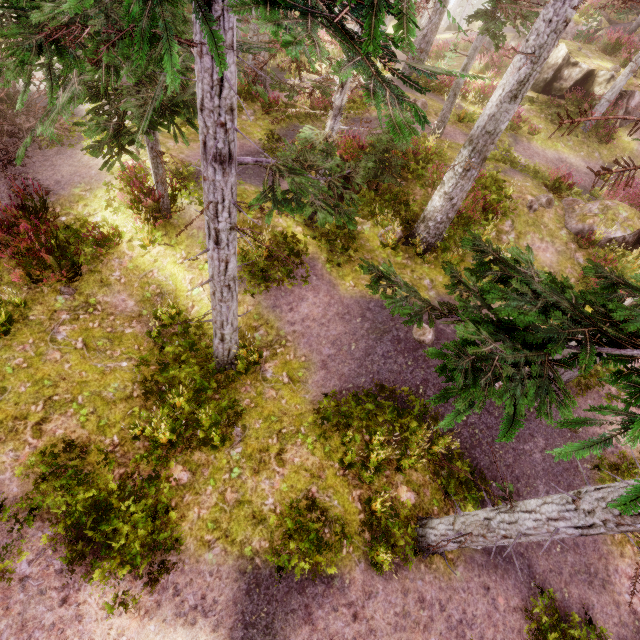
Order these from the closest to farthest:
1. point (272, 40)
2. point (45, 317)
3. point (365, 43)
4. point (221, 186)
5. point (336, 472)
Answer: point (365, 43) < point (221, 186) < point (272, 40) < point (336, 472) < point (45, 317)

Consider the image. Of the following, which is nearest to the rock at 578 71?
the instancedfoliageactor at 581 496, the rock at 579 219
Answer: the instancedfoliageactor at 581 496

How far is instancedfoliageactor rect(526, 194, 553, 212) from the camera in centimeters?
1164cm

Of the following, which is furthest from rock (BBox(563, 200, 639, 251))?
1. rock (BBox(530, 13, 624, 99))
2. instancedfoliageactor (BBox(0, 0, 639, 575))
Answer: rock (BBox(530, 13, 624, 99))

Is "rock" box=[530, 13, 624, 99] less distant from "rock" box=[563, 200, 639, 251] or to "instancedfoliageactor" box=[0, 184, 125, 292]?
"instancedfoliageactor" box=[0, 184, 125, 292]

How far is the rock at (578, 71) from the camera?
16.42m
